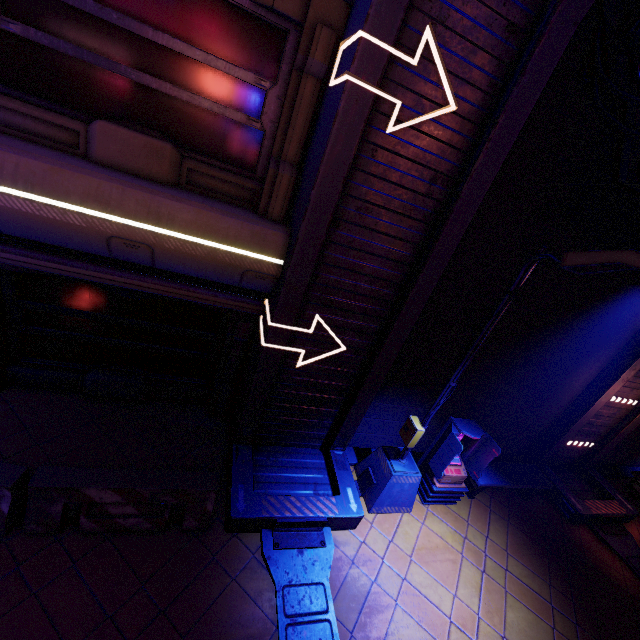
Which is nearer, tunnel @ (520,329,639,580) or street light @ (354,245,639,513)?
street light @ (354,245,639,513)

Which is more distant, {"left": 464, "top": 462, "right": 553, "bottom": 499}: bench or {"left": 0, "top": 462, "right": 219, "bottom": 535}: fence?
{"left": 464, "top": 462, "right": 553, "bottom": 499}: bench

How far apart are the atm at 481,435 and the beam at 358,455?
0.2m

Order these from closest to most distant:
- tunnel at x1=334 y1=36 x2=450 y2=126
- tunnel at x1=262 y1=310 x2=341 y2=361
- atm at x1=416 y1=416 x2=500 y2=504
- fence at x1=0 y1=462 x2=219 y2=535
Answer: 1. tunnel at x1=334 y1=36 x2=450 y2=126
2. fence at x1=0 y1=462 x2=219 y2=535
3. tunnel at x1=262 y1=310 x2=341 y2=361
4. atm at x1=416 y1=416 x2=500 y2=504

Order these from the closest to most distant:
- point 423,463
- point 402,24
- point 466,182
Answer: point 402,24 → point 466,182 → point 423,463

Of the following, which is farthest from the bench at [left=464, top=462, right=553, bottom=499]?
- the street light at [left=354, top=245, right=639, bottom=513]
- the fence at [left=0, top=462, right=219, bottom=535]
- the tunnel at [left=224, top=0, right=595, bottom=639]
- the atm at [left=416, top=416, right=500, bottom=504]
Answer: the fence at [left=0, top=462, right=219, bottom=535]

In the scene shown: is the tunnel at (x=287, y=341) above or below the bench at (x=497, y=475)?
above

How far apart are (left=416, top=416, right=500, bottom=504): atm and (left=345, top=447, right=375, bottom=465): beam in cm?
23
